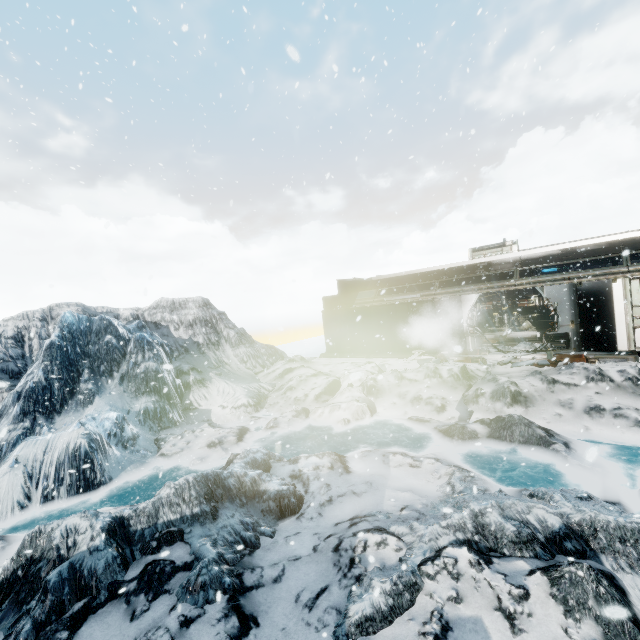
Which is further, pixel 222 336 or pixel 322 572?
pixel 222 336

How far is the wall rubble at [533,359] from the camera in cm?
1137

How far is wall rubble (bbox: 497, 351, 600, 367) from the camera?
11.4 meters
